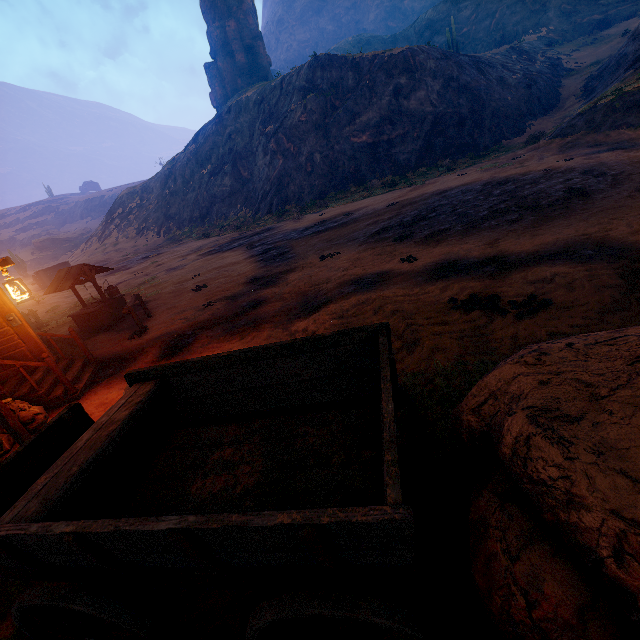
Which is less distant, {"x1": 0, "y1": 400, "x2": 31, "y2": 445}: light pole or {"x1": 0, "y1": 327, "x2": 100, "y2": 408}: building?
{"x1": 0, "y1": 400, "x2": 31, "y2": 445}: light pole

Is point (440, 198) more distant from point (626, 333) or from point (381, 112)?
point (381, 112)

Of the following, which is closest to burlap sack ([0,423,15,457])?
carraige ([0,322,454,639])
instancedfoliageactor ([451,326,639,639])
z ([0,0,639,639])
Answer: z ([0,0,639,639])

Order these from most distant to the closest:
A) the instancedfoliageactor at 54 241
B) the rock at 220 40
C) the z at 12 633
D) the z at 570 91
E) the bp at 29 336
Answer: the instancedfoliageactor at 54 241 → the rock at 220 40 → the bp at 29 336 → the z at 570 91 → the z at 12 633

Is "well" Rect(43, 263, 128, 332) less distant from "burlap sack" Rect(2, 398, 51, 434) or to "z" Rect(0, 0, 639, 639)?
"z" Rect(0, 0, 639, 639)

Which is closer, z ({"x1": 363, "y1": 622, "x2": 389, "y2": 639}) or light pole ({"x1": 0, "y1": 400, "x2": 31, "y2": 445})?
z ({"x1": 363, "y1": 622, "x2": 389, "y2": 639})

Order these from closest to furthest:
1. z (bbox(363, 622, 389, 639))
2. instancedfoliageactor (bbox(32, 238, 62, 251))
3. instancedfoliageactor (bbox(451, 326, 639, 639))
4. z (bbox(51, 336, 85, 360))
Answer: instancedfoliageactor (bbox(451, 326, 639, 639)) → z (bbox(363, 622, 389, 639)) → z (bbox(51, 336, 85, 360)) → instancedfoliageactor (bbox(32, 238, 62, 251))

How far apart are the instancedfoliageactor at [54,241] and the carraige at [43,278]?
36.3m
